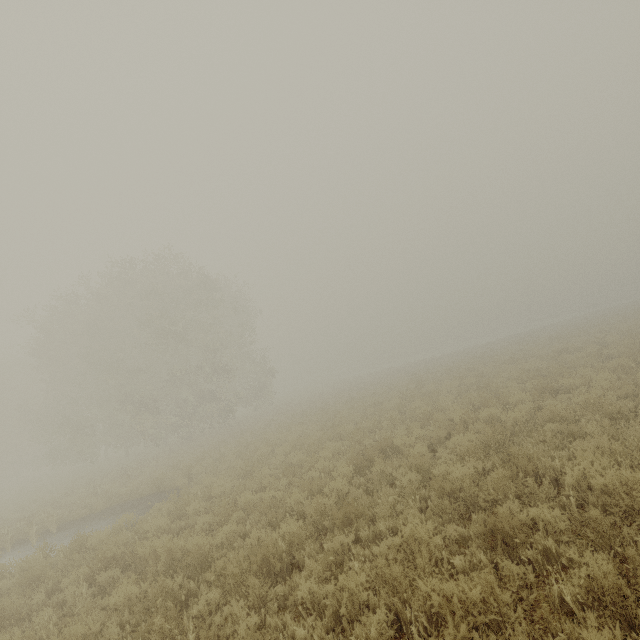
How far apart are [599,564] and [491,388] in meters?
11.2
